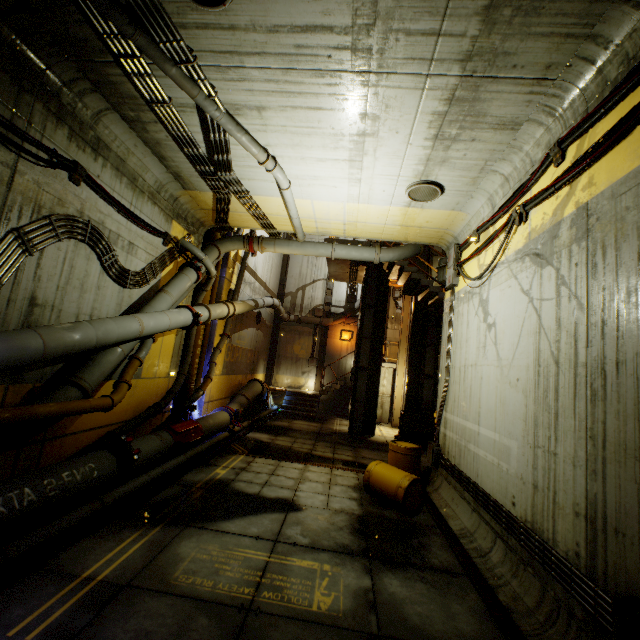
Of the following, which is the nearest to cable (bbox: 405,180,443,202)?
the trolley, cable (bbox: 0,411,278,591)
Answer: cable (bbox: 0,411,278,591)

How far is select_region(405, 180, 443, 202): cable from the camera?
7.05m

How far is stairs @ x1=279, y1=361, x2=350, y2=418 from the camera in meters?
17.7

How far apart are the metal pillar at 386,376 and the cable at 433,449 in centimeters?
1004cm

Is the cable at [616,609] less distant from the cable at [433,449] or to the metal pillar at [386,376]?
the cable at [433,449]

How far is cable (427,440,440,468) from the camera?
8.8m

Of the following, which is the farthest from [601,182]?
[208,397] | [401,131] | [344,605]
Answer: [208,397]

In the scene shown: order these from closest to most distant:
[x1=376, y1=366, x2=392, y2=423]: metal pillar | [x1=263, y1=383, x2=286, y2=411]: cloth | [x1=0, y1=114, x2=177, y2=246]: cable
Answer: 1. [x1=0, y1=114, x2=177, y2=246]: cable
2. [x1=263, y1=383, x2=286, y2=411]: cloth
3. [x1=376, y1=366, x2=392, y2=423]: metal pillar
